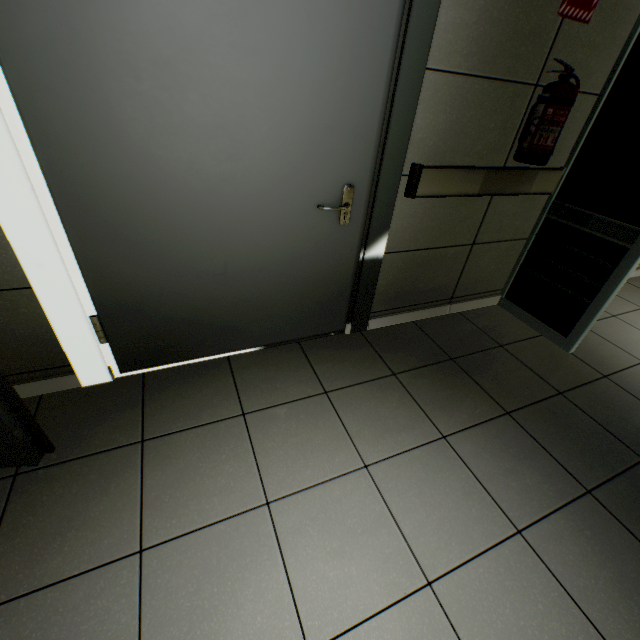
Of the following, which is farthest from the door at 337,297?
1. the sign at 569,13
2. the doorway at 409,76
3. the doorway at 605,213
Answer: the doorway at 605,213

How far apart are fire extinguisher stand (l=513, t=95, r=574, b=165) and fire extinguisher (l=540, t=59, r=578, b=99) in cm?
2

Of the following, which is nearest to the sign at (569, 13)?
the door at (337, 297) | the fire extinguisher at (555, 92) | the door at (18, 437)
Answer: the fire extinguisher at (555, 92)

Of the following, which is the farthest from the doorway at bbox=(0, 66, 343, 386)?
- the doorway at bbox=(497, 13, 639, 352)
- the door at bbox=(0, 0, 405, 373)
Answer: the doorway at bbox=(497, 13, 639, 352)

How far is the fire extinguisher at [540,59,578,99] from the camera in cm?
175

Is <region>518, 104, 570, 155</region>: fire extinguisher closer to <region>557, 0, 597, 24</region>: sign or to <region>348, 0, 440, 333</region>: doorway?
<region>557, 0, 597, 24</region>: sign

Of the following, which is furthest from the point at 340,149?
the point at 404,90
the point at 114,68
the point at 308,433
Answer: the point at 308,433
